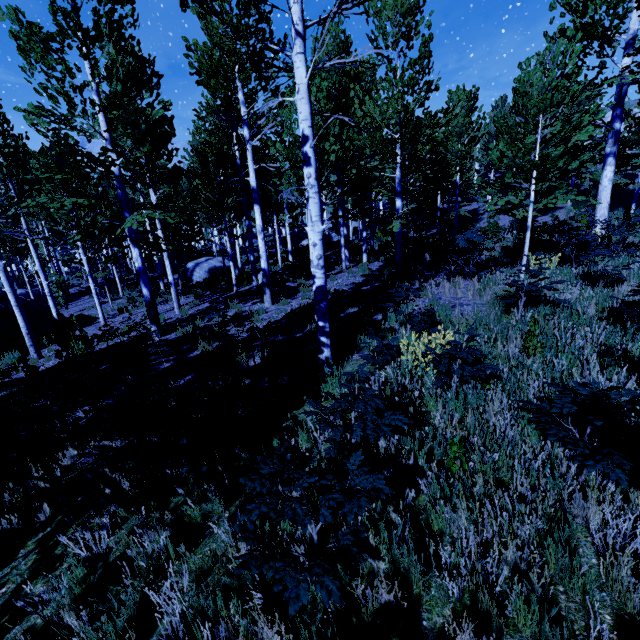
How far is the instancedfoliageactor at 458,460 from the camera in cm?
279

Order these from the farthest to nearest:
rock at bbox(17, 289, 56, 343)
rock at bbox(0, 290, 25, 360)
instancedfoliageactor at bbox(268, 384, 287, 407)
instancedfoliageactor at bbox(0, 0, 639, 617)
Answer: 1. rock at bbox(17, 289, 56, 343)
2. rock at bbox(0, 290, 25, 360)
3. instancedfoliageactor at bbox(268, 384, 287, 407)
4. instancedfoliageactor at bbox(0, 0, 639, 617)

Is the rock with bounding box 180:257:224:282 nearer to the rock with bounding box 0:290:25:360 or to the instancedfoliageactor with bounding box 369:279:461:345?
the instancedfoliageactor with bounding box 369:279:461:345

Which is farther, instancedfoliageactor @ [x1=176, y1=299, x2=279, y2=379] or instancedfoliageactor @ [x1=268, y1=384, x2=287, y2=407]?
instancedfoliageactor @ [x1=176, y1=299, x2=279, y2=379]

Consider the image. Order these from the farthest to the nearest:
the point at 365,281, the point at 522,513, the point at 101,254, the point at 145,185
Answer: the point at 101,254 → the point at 145,185 → the point at 365,281 → the point at 522,513

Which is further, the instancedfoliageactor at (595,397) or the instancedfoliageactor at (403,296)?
the instancedfoliageactor at (403,296)
